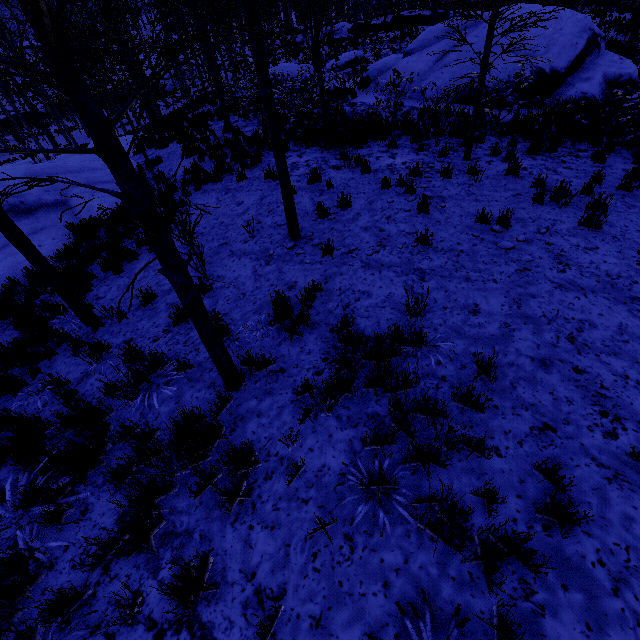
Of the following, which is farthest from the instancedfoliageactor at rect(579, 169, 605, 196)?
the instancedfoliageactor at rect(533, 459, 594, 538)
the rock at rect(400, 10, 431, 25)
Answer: the rock at rect(400, 10, 431, 25)

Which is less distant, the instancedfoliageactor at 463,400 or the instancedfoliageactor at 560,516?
the instancedfoliageactor at 560,516

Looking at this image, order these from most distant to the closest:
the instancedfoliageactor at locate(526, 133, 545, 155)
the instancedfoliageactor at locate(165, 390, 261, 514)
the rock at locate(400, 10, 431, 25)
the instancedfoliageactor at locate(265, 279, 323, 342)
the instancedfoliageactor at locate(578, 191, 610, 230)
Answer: the rock at locate(400, 10, 431, 25) → the instancedfoliageactor at locate(526, 133, 545, 155) → the instancedfoliageactor at locate(578, 191, 610, 230) → the instancedfoliageactor at locate(265, 279, 323, 342) → the instancedfoliageactor at locate(165, 390, 261, 514)

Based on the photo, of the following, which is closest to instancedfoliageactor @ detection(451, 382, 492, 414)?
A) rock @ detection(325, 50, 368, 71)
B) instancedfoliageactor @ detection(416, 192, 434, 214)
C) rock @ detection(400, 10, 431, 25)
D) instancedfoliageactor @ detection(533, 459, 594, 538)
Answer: instancedfoliageactor @ detection(416, 192, 434, 214)

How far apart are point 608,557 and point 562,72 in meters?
14.6

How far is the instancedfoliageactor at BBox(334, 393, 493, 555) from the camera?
2.4 meters

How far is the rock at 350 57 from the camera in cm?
2244

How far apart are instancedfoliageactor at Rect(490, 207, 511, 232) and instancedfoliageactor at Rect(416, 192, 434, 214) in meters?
1.3
